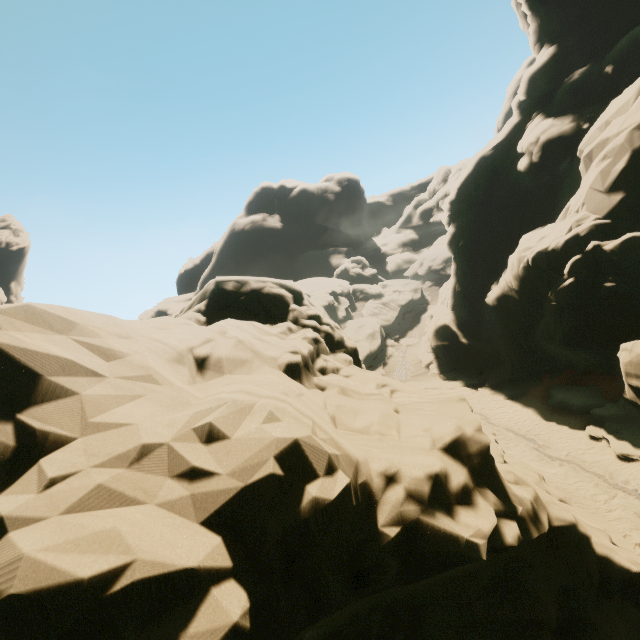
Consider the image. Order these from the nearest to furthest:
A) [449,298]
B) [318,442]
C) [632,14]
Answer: [318,442]
[632,14]
[449,298]
